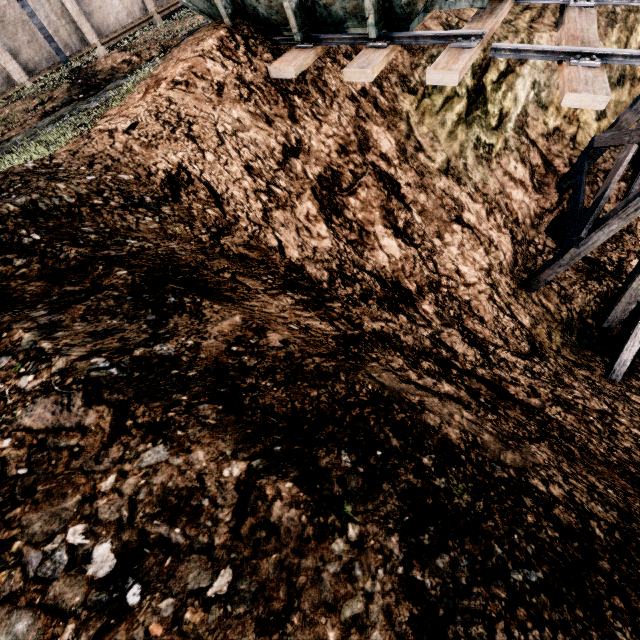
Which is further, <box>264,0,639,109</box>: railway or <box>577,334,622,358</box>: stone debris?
<box>577,334,622,358</box>: stone debris

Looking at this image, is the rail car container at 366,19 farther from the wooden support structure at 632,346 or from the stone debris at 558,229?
the stone debris at 558,229

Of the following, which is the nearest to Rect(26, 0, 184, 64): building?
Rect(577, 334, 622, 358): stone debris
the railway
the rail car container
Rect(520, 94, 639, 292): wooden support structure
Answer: the rail car container

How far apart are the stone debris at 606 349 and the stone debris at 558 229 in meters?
2.9

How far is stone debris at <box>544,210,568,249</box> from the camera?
11.4 meters

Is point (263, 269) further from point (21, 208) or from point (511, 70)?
point (511, 70)

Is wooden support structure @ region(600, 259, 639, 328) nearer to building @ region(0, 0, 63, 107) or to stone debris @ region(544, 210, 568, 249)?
stone debris @ region(544, 210, 568, 249)
